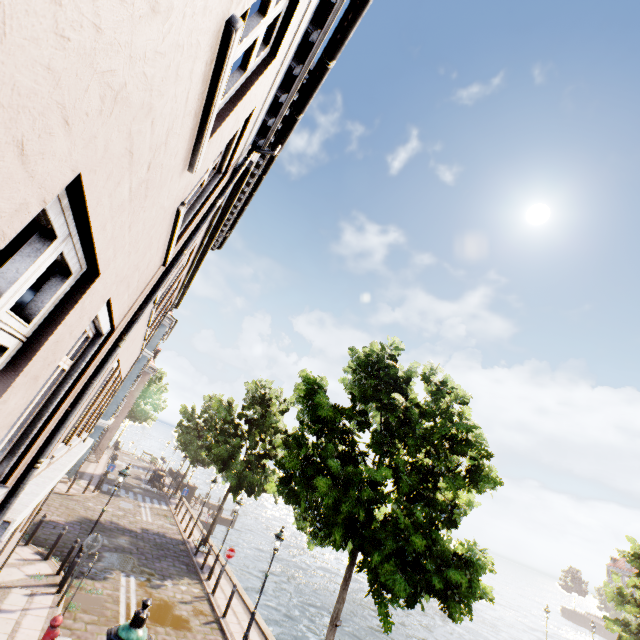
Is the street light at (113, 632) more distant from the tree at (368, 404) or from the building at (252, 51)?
the building at (252, 51)

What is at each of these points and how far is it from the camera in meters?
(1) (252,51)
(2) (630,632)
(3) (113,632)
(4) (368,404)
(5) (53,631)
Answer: (1) building, 2.9
(2) tree, 18.0
(3) street light, 3.5
(4) tree, 12.2
(5) hydrant, 7.3

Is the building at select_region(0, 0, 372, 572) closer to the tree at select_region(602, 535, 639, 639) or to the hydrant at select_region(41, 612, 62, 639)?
the tree at select_region(602, 535, 639, 639)

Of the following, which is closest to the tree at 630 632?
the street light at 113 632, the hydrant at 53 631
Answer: the street light at 113 632

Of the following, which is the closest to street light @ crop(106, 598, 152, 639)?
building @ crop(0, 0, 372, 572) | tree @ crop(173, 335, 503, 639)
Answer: tree @ crop(173, 335, 503, 639)

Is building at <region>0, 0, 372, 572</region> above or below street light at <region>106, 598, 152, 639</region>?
above

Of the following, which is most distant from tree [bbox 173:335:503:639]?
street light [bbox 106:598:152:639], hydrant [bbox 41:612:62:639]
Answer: hydrant [bbox 41:612:62:639]

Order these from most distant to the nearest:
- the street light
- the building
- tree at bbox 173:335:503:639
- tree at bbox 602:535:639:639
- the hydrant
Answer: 1. tree at bbox 602:535:639:639
2. tree at bbox 173:335:503:639
3. the hydrant
4. the street light
5. the building
